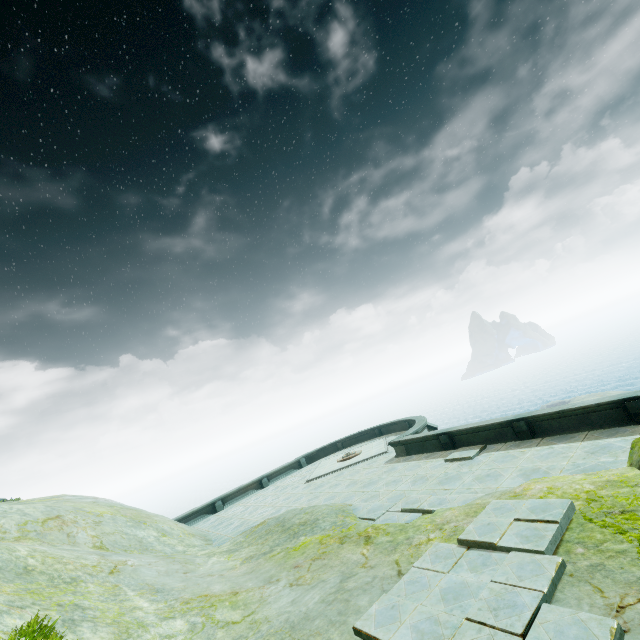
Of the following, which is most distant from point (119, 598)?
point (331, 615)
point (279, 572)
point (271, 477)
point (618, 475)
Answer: point (271, 477)
